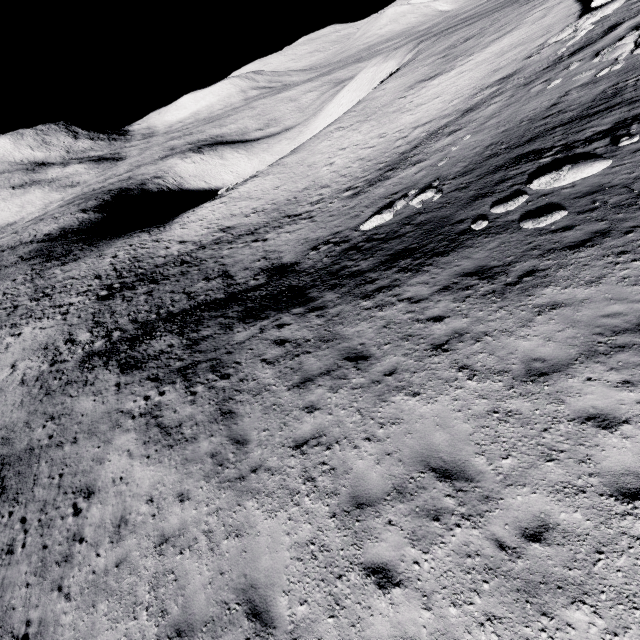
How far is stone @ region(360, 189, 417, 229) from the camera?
17.4 meters

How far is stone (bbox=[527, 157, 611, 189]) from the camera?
9.8m

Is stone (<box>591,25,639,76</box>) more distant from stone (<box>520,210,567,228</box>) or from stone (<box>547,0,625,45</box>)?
stone (<box>520,210,567,228</box>)

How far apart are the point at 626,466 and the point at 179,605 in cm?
827

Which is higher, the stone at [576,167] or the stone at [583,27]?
the stone at [583,27]

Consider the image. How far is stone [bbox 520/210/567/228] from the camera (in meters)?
9.01

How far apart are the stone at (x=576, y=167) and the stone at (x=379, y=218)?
6.68m

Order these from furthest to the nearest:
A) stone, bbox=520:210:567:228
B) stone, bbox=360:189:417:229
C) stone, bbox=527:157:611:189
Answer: stone, bbox=360:189:417:229, stone, bbox=527:157:611:189, stone, bbox=520:210:567:228
